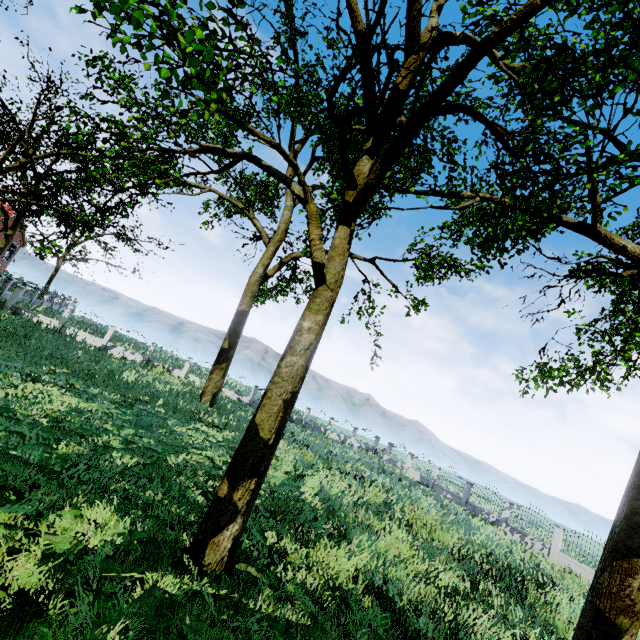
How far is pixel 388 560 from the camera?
8.0 meters

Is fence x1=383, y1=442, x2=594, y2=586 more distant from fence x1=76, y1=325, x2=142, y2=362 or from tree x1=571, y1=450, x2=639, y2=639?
fence x1=76, y1=325, x2=142, y2=362

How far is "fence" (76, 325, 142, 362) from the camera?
24.9m

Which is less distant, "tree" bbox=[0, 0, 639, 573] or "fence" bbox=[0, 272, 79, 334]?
"tree" bbox=[0, 0, 639, 573]

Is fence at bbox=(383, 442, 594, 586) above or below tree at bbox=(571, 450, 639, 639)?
below

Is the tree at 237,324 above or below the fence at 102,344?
above

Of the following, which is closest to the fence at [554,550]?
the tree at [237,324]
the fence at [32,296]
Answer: the tree at [237,324]
